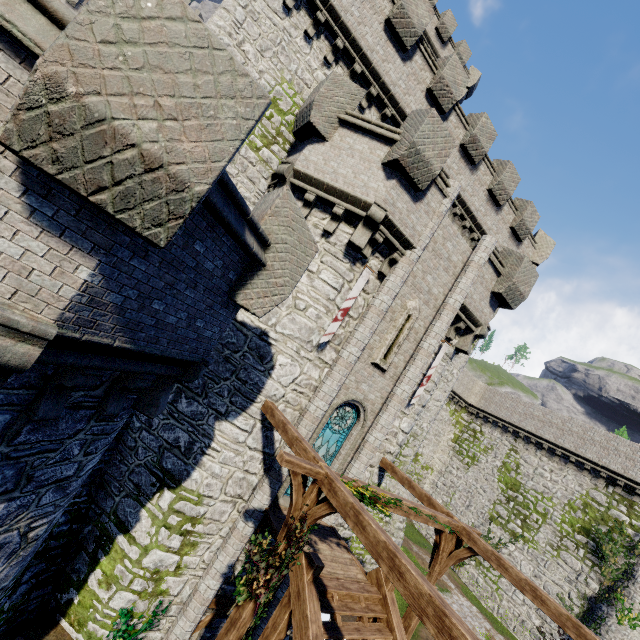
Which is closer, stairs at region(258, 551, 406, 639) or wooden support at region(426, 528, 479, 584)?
stairs at region(258, 551, 406, 639)

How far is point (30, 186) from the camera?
2.9 meters

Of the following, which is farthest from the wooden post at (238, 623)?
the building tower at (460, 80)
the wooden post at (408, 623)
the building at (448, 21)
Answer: the building at (448, 21)

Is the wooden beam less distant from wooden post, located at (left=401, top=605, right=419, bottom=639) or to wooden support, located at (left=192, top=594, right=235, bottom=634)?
wooden support, located at (left=192, top=594, right=235, bottom=634)

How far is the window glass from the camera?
10.99m

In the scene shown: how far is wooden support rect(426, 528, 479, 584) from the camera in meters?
9.0 m

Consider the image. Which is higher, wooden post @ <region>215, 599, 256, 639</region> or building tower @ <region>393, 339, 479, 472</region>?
building tower @ <region>393, 339, 479, 472</region>

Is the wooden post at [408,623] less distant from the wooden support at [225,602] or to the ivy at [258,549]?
the ivy at [258,549]
